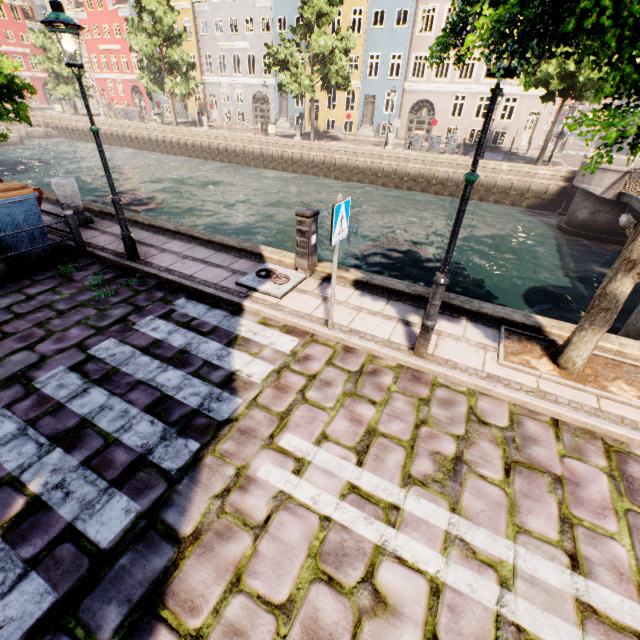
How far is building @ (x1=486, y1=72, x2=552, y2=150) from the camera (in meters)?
25.80

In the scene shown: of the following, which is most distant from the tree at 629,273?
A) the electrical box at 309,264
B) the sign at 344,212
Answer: the electrical box at 309,264

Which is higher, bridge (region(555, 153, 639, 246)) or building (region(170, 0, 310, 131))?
building (region(170, 0, 310, 131))

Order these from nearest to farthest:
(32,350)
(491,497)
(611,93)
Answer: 1. (611,93)
2. (491,497)
3. (32,350)

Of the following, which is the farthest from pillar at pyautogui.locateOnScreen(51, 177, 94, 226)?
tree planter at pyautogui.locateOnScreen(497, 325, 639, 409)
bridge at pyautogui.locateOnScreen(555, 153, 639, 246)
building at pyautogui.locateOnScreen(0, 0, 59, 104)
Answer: building at pyautogui.locateOnScreen(0, 0, 59, 104)

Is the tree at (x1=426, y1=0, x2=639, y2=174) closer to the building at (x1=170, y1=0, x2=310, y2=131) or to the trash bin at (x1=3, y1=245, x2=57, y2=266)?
the trash bin at (x1=3, y1=245, x2=57, y2=266)

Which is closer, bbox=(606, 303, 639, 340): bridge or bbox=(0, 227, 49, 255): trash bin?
bbox=(0, 227, 49, 255): trash bin

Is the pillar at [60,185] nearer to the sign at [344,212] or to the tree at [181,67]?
the tree at [181,67]
